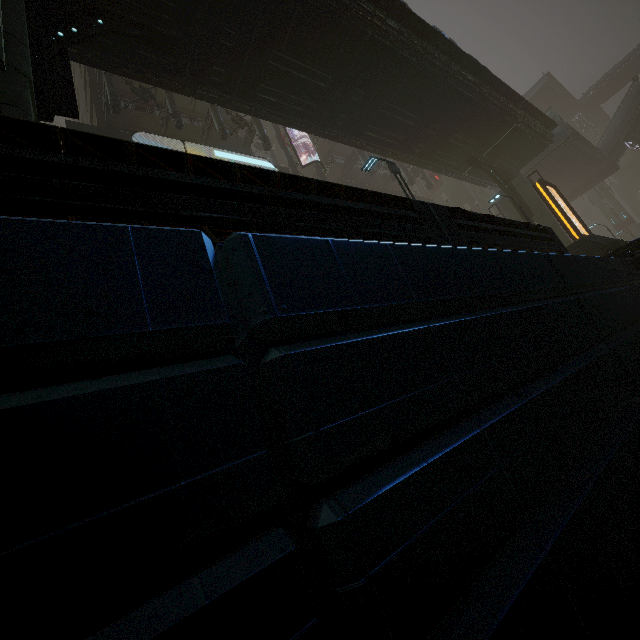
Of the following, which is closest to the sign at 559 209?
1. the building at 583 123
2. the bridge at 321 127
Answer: the bridge at 321 127

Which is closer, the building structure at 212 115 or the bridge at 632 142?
the building structure at 212 115

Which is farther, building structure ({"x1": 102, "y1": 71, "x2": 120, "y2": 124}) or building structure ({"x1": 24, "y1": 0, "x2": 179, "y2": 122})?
building structure ({"x1": 102, "y1": 71, "x2": 120, "y2": 124})

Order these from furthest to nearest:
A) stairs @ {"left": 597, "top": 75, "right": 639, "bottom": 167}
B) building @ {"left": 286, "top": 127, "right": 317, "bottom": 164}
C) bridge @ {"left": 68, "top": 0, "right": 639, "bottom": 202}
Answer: stairs @ {"left": 597, "top": 75, "right": 639, "bottom": 167}, building @ {"left": 286, "top": 127, "right": 317, "bottom": 164}, bridge @ {"left": 68, "top": 0, "right": 639, "bottom": 202}

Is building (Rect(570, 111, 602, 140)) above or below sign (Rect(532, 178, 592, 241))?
above

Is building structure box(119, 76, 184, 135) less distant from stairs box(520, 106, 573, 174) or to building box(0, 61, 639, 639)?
building box(0, 61, 639, 639)

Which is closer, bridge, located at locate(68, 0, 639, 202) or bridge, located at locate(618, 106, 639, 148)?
bridge, located at locate(68, 0, 639, 202)

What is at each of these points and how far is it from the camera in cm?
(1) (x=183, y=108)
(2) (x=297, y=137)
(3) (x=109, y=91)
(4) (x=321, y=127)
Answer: (1) building, 2084
(2) building, 3222
(3) building structure, 1498
(4) bridge, 1522
